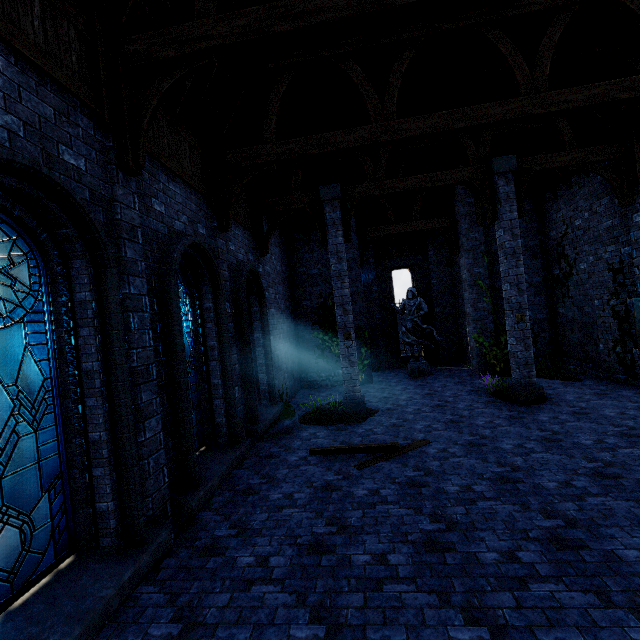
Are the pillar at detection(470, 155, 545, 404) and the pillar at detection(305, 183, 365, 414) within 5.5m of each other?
yes

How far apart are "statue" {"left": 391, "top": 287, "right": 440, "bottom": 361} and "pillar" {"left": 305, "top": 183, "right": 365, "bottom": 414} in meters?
5.1

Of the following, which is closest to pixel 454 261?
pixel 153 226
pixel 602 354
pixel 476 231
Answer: pixel 476 231

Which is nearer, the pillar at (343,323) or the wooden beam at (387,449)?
the wooden beam at (387,449)

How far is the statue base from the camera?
14.5 meters

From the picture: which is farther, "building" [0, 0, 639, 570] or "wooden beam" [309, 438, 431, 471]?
"wooden beam" [309, 438, 431, 471]

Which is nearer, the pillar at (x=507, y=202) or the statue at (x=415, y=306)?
the pillar at (x=507, y=202)

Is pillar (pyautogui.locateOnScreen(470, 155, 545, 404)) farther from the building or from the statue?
the statue
